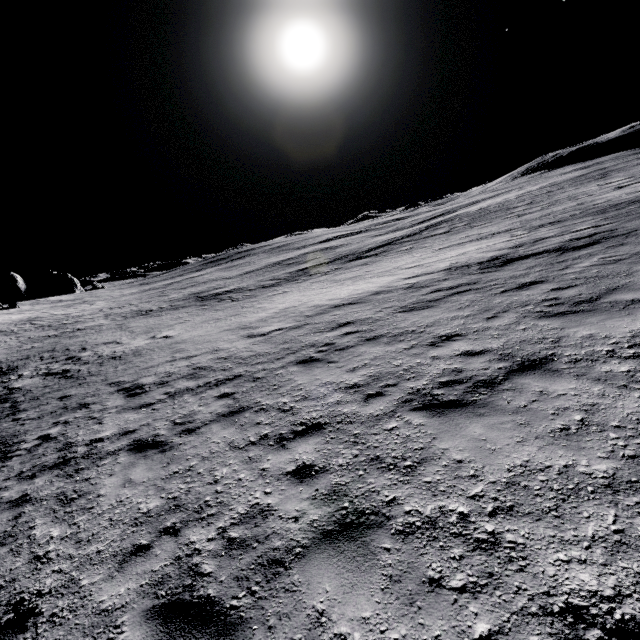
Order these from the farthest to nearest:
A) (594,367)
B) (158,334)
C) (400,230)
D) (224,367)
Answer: (400,230) < (158,334) < (224,367) < (594,367)
